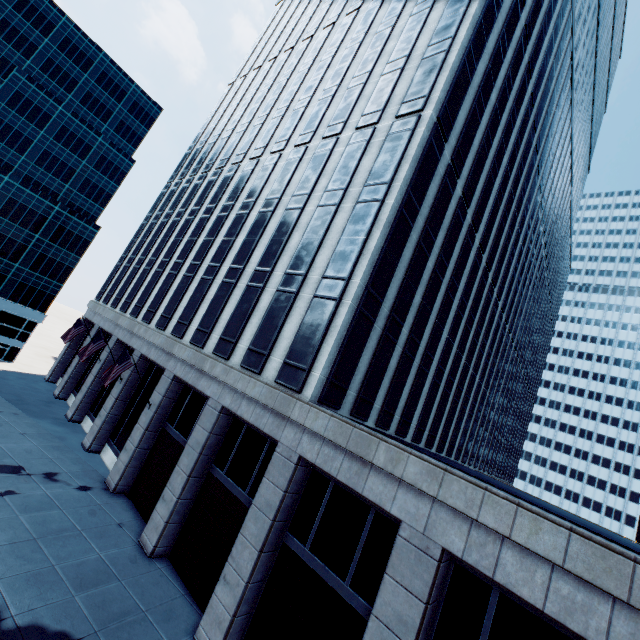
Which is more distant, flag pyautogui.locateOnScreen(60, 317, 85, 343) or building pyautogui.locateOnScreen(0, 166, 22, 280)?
building pyautogui.locateOnScreen(0, 166, 22, 280)

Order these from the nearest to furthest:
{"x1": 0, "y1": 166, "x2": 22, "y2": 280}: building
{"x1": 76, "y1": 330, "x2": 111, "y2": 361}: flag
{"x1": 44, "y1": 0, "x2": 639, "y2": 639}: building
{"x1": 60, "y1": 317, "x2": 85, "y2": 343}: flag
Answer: {"x1": 44, "y1": 0, "x2": 639, "y2": 639}: building, {"x1": 76, "y1": 330, "x2": 111, "y2": 361}: flag, {"x1": 60, "y1": 317, "x2": 85, "y2": 343}: flag, {"x1": 0, "y1": 166, "x2": 22, "y2": 280}: building

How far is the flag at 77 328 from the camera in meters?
26.9

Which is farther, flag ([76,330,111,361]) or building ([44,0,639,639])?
flag ([76,330,111,361])

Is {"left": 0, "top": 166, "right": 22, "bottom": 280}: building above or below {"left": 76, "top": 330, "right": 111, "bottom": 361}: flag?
above

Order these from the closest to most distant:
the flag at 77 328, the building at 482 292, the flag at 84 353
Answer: the building at 482 292
the flag at 84 353
the flag at 77 328

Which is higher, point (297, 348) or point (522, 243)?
point (522, 243)

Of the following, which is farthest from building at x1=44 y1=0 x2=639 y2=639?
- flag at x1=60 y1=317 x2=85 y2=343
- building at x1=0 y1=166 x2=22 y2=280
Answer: building at x1=0 y1=166 x2=22 y2=280
